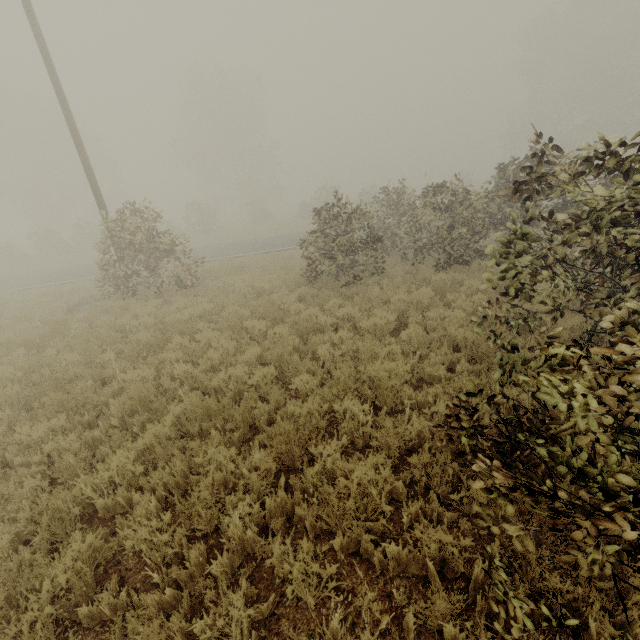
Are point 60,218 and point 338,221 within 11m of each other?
no
